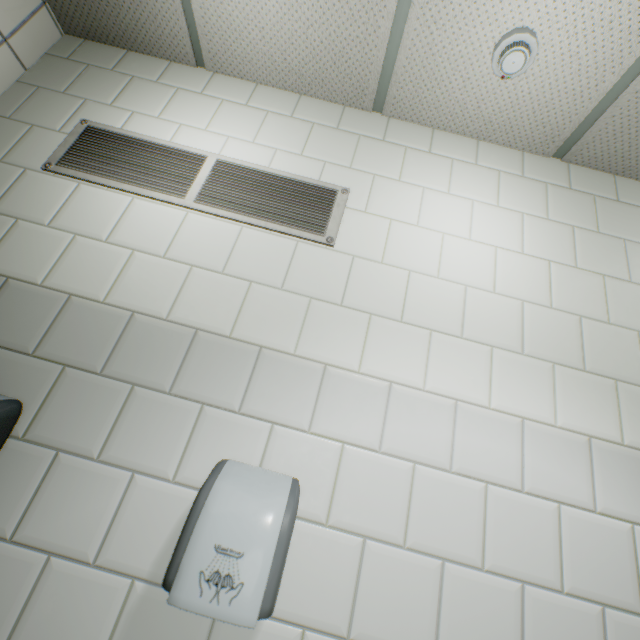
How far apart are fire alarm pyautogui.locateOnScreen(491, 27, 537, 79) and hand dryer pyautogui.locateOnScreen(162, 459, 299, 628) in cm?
186

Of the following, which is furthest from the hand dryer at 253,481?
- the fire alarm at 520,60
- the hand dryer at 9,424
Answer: the fire alarm at 520,60

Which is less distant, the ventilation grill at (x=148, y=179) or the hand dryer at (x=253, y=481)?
the hand dryer at (x=253, y=481)

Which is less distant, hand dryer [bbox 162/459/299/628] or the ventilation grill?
hand dryer [bbox 162/459/299/628]

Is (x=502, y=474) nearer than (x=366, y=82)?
Yes

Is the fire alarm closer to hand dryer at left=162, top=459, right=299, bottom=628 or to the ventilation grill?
the ventilation grill

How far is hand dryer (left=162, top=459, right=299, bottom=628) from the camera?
0.7 meters
